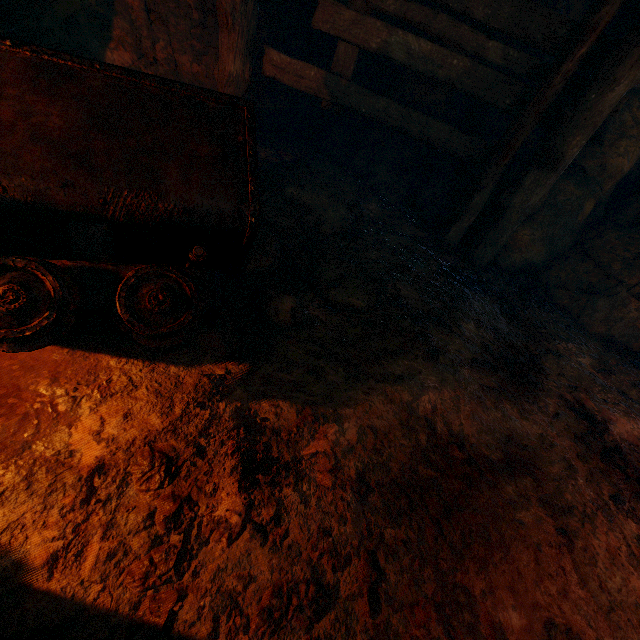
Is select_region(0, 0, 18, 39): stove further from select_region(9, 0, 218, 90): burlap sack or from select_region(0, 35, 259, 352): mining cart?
select_region(0, 35, 259, 352): mining cart

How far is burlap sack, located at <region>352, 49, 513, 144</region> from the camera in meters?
4.1 m

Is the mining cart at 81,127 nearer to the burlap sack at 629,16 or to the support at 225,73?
the burlap sack at 629,16

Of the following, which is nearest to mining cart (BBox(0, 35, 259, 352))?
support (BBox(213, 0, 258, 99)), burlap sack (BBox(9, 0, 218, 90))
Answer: burlap sack (BBox(9, 0, 218, 90))

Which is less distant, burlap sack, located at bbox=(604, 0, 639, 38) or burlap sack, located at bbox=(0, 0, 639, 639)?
burlap sack, located at bbox=(0, 0, 639, 639)

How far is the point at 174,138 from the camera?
1.6 meters

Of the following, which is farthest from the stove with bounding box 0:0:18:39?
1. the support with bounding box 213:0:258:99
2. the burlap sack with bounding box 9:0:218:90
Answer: the support with bounding box 213:0:258:99

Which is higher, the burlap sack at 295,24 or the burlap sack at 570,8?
the burlap sack at 570,8
